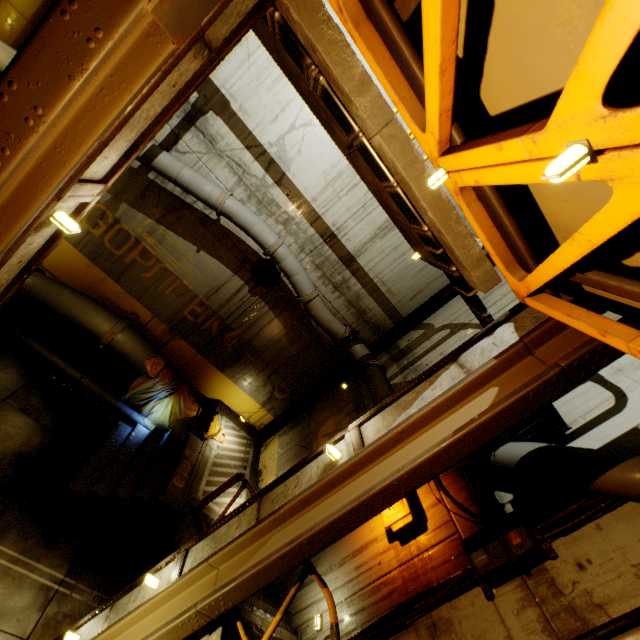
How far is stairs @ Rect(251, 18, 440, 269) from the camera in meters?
3.7

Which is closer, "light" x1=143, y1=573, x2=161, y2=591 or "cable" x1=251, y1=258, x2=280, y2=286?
"light" x1=143, y1=573, x2=161, y2=591

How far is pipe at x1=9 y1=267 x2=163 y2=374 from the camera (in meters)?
7.65

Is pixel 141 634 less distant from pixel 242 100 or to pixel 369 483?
pixel 369 483

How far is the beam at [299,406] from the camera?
10.0m

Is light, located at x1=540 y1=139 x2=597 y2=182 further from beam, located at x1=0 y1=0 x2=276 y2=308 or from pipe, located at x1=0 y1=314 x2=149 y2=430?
pipe, located at x1=0 y1=314 x2=149 y2=430

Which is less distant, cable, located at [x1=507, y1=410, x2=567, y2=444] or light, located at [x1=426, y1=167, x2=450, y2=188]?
light, located at [x1=426, y1=167, x2=450, y2=188]

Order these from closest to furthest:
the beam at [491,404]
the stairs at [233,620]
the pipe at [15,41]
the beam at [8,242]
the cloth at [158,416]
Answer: the beam at [8,242] → the beam at [491,404] → the stairs at [233,620] → the pipe at [15,41] → the cloth at [158,416]
